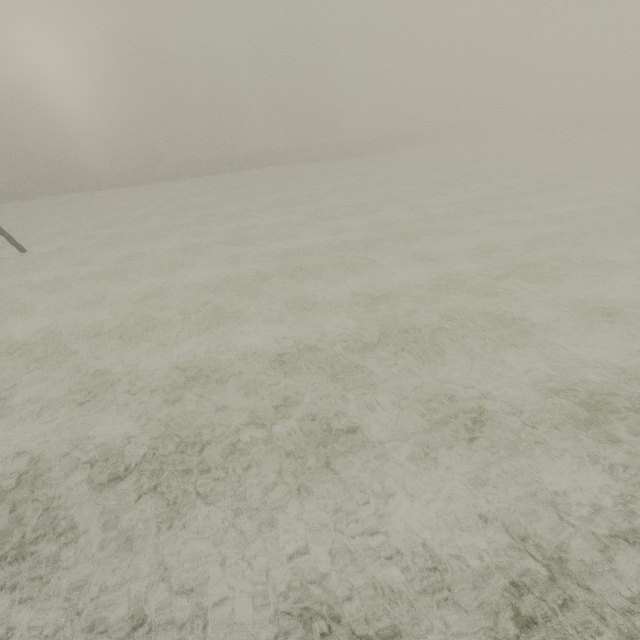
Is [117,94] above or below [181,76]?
below
